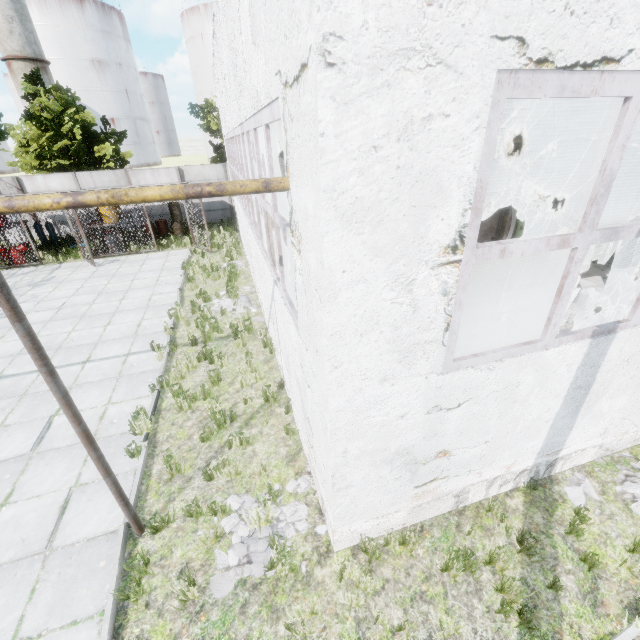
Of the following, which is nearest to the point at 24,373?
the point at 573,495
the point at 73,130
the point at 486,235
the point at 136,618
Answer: the point at 136,618

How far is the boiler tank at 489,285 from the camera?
9.55m

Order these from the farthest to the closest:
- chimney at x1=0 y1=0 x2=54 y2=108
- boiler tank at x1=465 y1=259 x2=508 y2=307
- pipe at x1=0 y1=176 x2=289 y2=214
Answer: chimney at x1=0 y1=0 x2=54 y2=108, boiler tank at x1=465 y1=259 x2=508 y2=307, pipe at x1=0 y1=176 x2=289 y2=214

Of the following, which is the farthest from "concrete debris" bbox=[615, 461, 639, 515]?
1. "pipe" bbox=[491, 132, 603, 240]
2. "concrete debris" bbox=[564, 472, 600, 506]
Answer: "pipe" bbox=[491, 132, 603, 240]

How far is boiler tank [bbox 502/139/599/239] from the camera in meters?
12.7 m

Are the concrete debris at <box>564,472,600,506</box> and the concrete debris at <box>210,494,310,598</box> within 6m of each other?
yes

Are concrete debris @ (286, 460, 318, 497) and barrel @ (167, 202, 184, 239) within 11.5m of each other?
no

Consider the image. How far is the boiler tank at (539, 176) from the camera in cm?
1267
